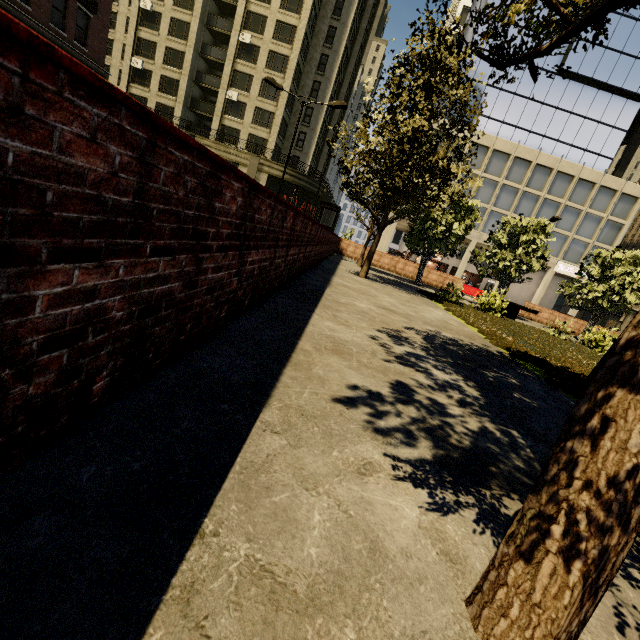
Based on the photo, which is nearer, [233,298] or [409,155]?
[233,298]

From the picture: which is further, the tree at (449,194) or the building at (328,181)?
the building at (328,181)

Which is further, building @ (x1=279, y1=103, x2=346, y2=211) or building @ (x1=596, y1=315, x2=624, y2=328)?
building @ (x1=596, y1=315, x2=624, y2=328)

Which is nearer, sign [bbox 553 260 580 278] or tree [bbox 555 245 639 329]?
tree [bbox 555 245 639 329]

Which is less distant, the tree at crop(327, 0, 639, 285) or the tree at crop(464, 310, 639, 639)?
the tree at crop(464, 310, 639, 639)

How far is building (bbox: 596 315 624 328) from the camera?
55.2 meters

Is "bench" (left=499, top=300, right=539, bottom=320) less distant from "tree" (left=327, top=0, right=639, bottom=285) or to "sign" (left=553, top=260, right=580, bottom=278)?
"tree" (left=327, top=0, right=639, bottom=285)

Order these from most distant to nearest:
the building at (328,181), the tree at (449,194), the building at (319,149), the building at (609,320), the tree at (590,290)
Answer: the building at (609,320) < the building at (328,181) < the building at (319,149) < the tree at (590,290) < the tree at (449,194)
